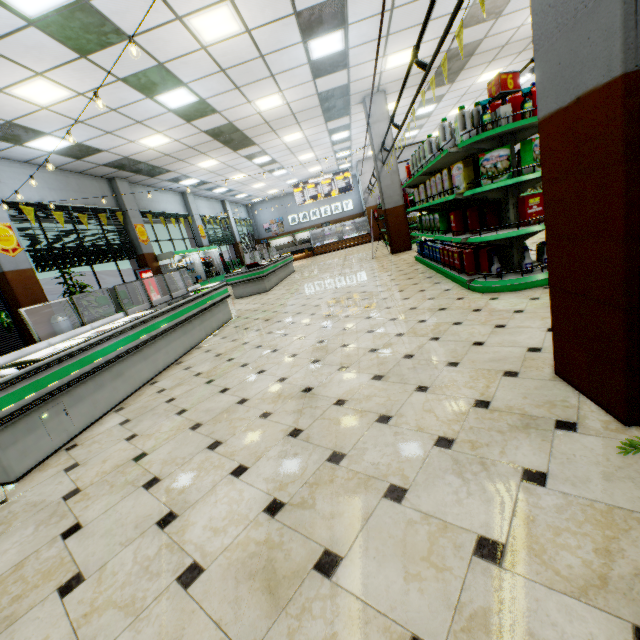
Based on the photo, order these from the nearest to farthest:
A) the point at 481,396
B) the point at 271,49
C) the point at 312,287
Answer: the point at 481,396
the point at 271,49
the point at 312,287

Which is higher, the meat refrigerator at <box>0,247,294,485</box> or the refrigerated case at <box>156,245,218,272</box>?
the refrigerated case at <box>156,245,218,272</box>

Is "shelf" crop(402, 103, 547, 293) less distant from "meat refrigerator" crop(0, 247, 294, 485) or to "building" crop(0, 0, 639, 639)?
"building" crop(0, 0, 639, 639)

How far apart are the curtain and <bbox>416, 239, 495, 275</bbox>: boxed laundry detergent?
9.6m

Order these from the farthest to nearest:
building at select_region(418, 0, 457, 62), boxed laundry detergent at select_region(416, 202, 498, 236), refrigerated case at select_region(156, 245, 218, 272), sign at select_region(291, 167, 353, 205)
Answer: sign at select_region(291, 167, 353, 205) < refrigerated case at select_region(156, 245, 218, 272) < building at select_region(418, 0, 457, 62) < boxed laundry detergent at select_region(416, 202, 498, 236)

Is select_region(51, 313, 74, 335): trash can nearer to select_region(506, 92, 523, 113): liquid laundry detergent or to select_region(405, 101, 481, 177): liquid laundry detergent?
select_region(405, 101, 481, 177): liquid laundry detergent

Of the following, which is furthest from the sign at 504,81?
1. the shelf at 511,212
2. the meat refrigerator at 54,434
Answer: the meat refrigerator at 54,434

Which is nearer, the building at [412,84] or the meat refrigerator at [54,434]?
the meat refrigerator at [54,434]
